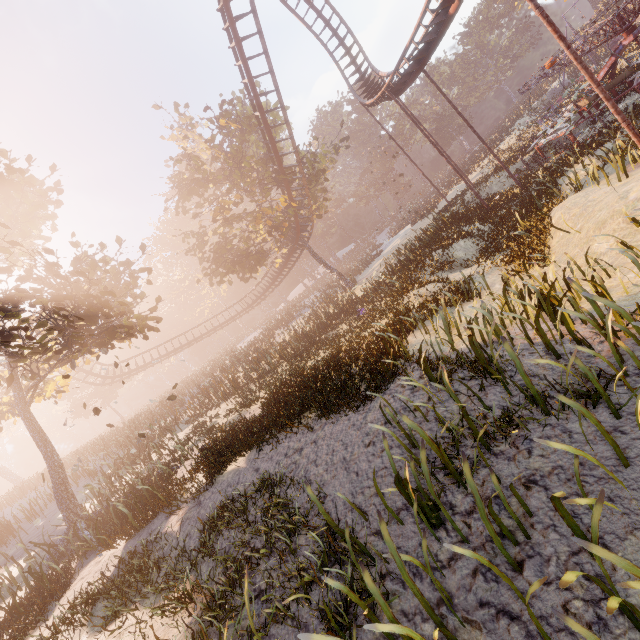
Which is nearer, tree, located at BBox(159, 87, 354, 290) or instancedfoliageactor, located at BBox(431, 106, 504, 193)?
tree, located at BBox(159, 87, 354, 290)

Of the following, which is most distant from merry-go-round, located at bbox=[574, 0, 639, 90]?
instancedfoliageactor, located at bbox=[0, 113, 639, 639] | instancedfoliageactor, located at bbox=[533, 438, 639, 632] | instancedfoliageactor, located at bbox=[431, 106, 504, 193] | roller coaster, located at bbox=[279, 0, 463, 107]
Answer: instancedfoliageactor, located at bbox=[533, 438, 639, 632]

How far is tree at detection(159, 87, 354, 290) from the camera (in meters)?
23.83

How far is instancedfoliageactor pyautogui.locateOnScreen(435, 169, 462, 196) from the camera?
36.2m

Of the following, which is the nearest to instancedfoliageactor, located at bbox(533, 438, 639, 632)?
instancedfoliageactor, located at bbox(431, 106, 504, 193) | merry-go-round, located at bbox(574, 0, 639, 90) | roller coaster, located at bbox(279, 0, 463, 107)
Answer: roller coaster, located at bbox(279, 0, 463, 107)

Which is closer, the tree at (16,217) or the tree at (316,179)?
the tree at (16,217)

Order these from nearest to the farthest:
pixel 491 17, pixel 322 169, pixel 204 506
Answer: pixel 204 506 < pixel 322 169 < pixel 491 17

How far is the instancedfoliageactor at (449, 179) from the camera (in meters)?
36.16
